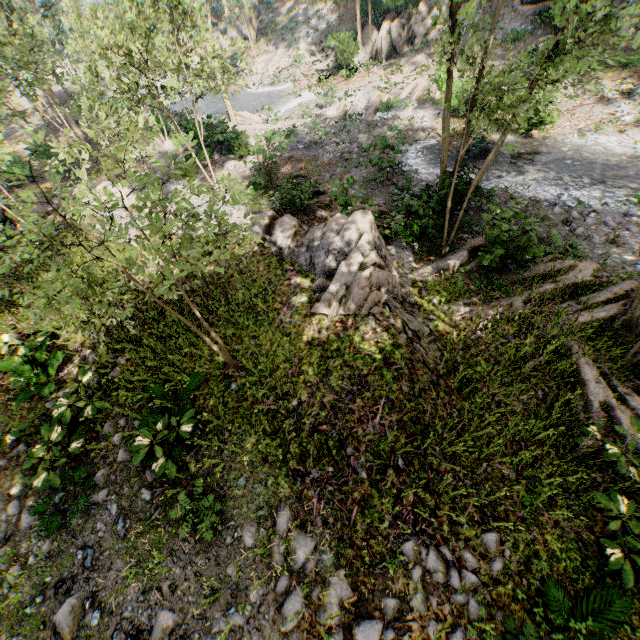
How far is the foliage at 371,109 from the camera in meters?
21.7

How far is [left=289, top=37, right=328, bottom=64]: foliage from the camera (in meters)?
30.51

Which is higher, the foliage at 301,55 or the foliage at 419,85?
the foliage at 301,55

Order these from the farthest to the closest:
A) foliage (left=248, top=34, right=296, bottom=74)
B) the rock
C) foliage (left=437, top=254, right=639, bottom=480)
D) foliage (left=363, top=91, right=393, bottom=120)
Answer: foliage (left=248, top=34, right=296, bottom=74)
foliage (left=363, top=91, right=393, bottom=120)
the rock
foliage (left=437, top=254, right=639, bottom=480)

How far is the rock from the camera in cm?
808

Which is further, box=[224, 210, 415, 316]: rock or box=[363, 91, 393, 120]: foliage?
box=[363, 91, 393, 120]: foliage

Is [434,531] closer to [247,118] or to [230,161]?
[230,161]
